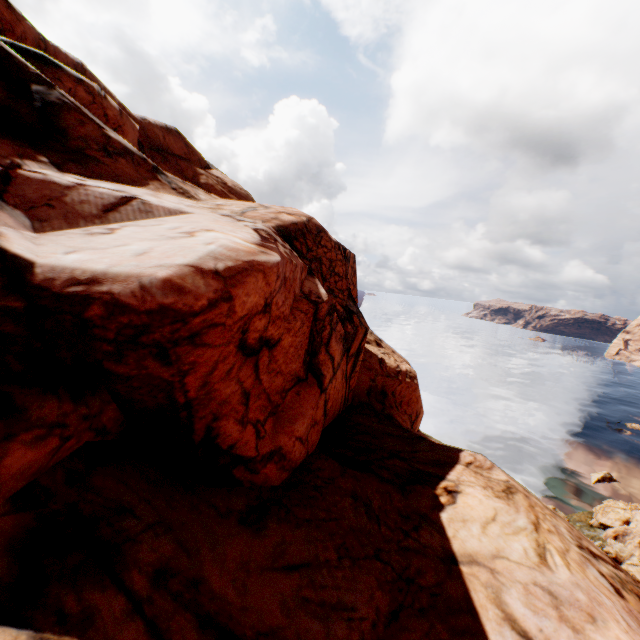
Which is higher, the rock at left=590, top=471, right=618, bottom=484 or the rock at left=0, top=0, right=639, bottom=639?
the rock at left=0, top=0, right=639, bottom=639

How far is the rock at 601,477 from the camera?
38.55m

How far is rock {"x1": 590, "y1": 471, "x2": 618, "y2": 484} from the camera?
38.5 meters

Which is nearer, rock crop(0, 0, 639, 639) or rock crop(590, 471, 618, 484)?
rock crop(0, 0, 639, 639)

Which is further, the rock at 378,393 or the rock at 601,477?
the rock at 601,477

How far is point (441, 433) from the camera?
47.1 meters
